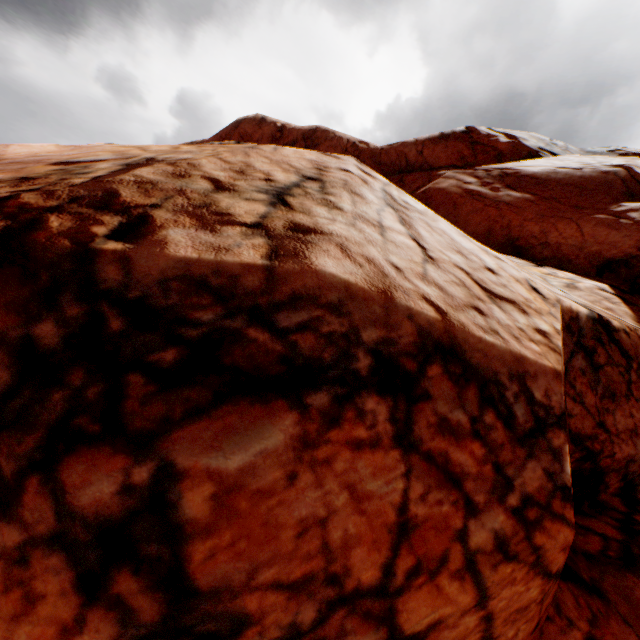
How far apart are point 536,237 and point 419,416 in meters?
9.2
